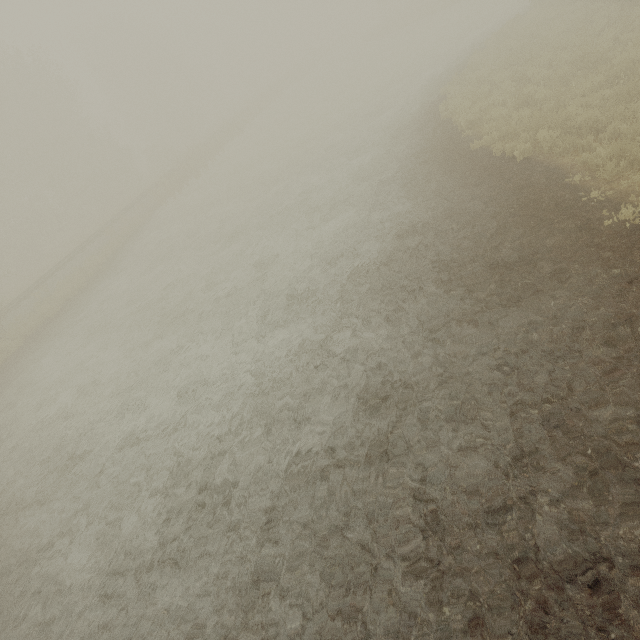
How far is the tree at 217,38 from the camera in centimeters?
5791cm

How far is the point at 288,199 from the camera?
14.8 meters

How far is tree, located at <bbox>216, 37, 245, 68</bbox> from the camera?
57.9 meters
